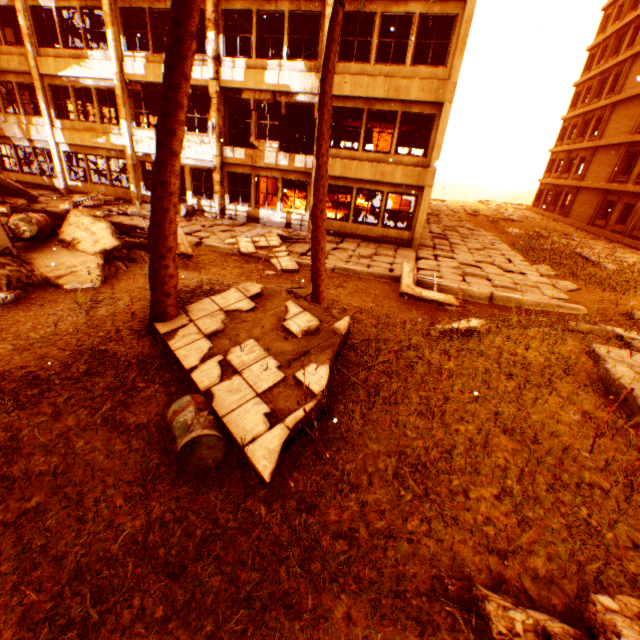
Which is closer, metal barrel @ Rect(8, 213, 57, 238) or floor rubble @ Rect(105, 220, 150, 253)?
metal barrel @ Rect(8, 213, 57, 238)

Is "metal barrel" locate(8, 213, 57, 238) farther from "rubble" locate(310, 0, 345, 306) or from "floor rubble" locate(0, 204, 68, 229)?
"floor rubble" locate(0, 204, 68, 229)

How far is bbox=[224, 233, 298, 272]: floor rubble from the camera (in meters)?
10.40

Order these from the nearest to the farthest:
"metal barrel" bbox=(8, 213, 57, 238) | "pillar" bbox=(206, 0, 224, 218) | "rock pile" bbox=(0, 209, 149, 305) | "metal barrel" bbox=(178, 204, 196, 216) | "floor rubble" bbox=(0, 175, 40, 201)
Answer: "rock pile" bbox=(0, 209, 149, 305)
"metal barrel" bbox=(8, 213, 57, 238)
"pillar" bbox=(206, 0, 224, 218)
"floor rubble" bbox=(0, 175, 40, 201)
"metal barrel" bbox=(178, 204, 196, 216)

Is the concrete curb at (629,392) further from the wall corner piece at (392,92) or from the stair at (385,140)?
the stair at (385,140)

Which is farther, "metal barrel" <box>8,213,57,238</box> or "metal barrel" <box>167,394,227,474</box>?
"metal barrel" <box>8,213,57,238</box>

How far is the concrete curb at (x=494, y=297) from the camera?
9.4m

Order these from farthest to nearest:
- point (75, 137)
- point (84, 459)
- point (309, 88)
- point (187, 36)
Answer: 1. point (75, 137)
2. point (309, 88)
3. point (187, 36)
4. point (84, 459)
